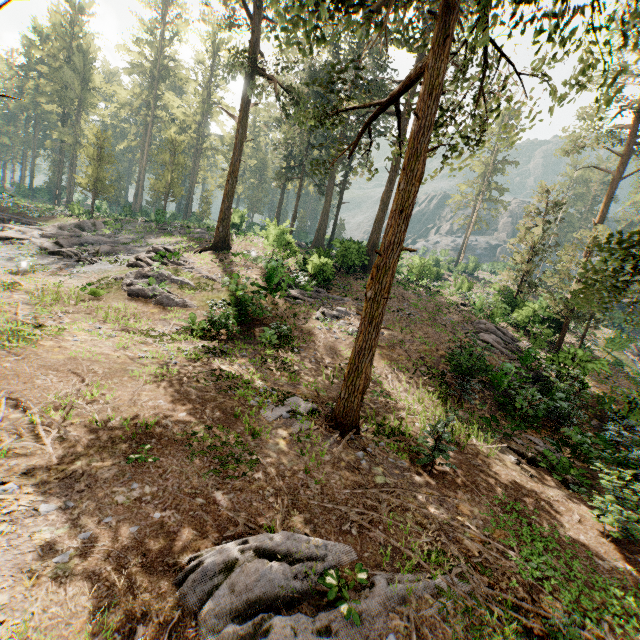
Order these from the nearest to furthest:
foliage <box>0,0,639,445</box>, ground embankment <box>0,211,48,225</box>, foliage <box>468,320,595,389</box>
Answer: foliage <box>0,0,639,445</box>
foliage <box>468,320,595,389</box>
ground embankment <box>0,211,48,225</box>

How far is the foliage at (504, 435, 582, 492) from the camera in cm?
984

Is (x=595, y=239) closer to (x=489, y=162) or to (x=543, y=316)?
(x=543, y=316)

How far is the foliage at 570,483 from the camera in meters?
9.8

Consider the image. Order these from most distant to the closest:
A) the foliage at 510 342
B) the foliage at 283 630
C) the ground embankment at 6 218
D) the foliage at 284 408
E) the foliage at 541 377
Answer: the ground embankment at 6 218 → the foliage at 510 342 → the foliage at 541 377 → the foliage at 284 408 → the foliage at 283 630

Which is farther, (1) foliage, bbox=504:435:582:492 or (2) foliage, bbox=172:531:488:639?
(1) foliage, bbox=504:435:582:492

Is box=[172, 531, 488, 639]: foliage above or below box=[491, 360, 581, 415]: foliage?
below
